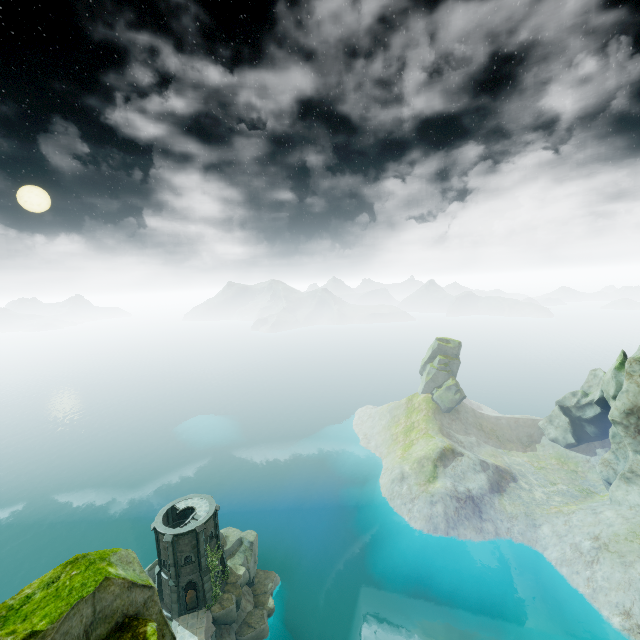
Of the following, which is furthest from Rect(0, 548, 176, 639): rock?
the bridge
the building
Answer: the building

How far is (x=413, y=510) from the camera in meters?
56.2 m

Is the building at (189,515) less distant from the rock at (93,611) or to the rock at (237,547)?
the rock at (237,547)

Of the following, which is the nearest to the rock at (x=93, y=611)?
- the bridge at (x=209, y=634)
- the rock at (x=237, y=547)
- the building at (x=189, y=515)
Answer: the bridge at (x=209, y=634)

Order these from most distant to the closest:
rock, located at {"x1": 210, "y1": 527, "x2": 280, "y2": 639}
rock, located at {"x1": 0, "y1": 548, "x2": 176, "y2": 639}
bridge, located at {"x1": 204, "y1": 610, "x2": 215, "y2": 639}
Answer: rock, located at {"x1": 210, "y1": 527, "x2": 280, "y2": 639}
bridge, located at {"x1": 204, "y1": 610, "x2": 215, "y2": 639}
rock, located at {"x1": 0, "y1": 548, "x2": 176, "y2": 639}

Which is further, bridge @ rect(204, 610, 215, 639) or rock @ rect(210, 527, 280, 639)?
rock @ rect(210, 527, 280, 639)

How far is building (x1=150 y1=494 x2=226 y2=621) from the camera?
36.03m

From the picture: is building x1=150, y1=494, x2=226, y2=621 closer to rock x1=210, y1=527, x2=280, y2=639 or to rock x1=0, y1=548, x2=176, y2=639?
rock x1=210, y1=527, x2=280, y2=639
